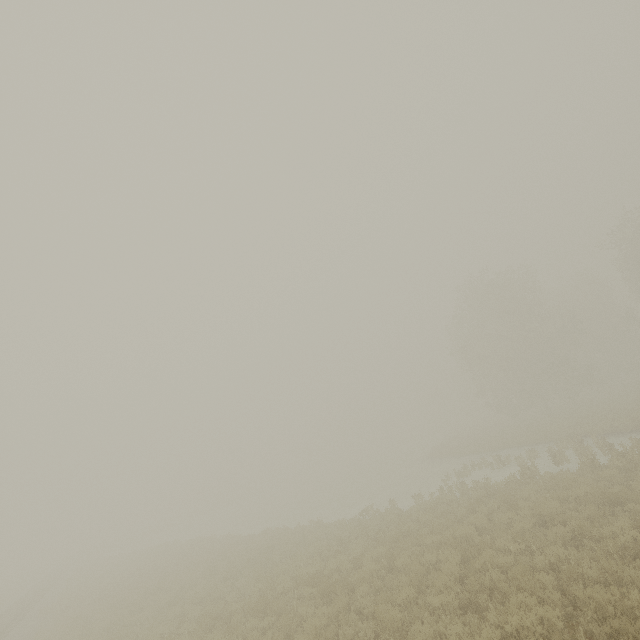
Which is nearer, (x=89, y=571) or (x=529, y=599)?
(x=529, y=599)
